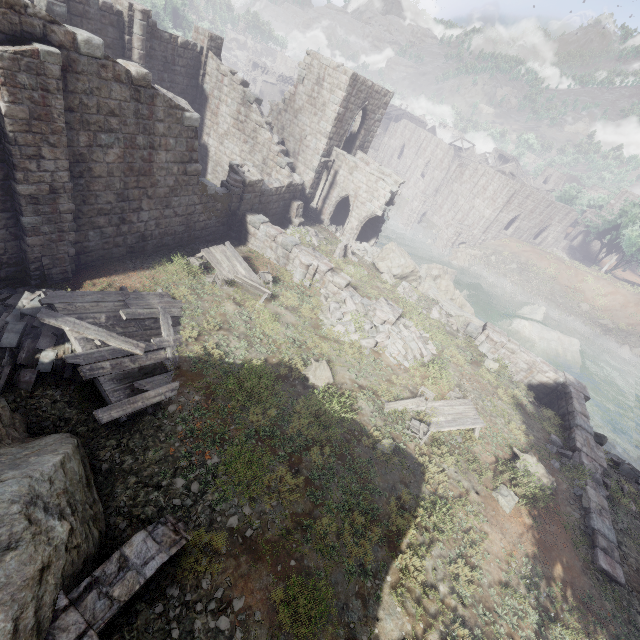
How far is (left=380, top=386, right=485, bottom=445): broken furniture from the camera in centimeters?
1113cm

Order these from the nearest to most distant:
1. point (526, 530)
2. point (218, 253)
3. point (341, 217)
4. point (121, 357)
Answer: point (121, 357), point (526, 530), point (218, 253), point (341, 217)

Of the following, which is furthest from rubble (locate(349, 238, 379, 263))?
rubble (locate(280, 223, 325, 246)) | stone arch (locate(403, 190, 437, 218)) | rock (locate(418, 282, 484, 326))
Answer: stone arch (locate(403, 190, 437, 218))

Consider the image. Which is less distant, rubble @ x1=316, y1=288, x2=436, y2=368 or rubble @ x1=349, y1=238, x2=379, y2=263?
rubble @ x1=316, y1=288, x2=436, y2=368

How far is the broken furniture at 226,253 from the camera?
14.01m

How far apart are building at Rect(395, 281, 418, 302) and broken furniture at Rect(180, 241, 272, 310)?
8.10m

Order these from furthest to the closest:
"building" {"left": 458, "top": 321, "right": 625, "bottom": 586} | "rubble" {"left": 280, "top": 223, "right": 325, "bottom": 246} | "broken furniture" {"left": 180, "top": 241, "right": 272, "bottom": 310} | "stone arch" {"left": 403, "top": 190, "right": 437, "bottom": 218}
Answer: "stone arch" {"left": 403, "top": 190, "right": 437, "bottom": 218} < "rubble" {"left": 280, "top": 223, "right": 325, "bottom": 246} < "broken furniture" {"left": 180, "top": 241, "right": 272, "bottom": 310} < "building" {"left": 458, "top": 321, "right": 625, "bottom": 586}

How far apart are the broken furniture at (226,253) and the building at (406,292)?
8.1m
